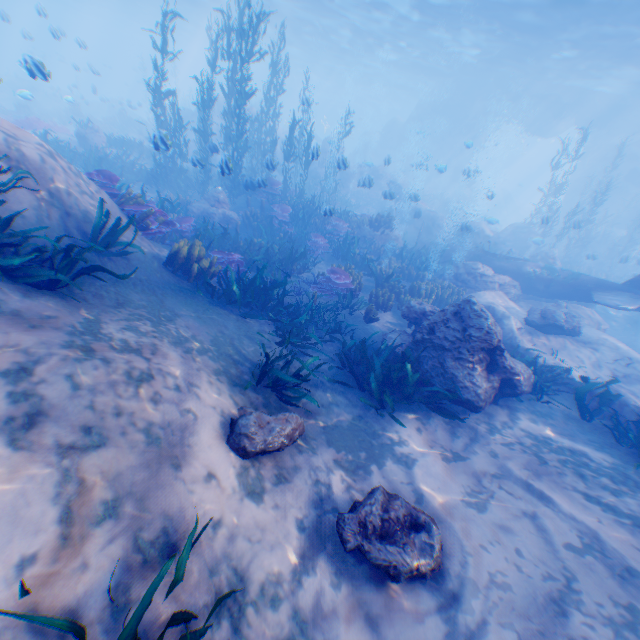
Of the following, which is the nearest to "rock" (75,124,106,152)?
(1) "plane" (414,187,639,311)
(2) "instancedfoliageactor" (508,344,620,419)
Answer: (1) "plane" (414,187,639,311)

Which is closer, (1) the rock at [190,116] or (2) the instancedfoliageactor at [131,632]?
(2) the instancedfoliageactor at [131,632]

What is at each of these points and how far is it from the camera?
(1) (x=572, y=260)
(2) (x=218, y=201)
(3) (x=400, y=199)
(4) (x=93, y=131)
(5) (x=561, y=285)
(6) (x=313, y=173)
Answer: (1) instancedfoliageactor, 20.5m
(2) rock, 13.7m
(3) eel, 22.1m
(4) rock, 17.1m
(5) plane, 12.7m
(6) rock, 25.8m

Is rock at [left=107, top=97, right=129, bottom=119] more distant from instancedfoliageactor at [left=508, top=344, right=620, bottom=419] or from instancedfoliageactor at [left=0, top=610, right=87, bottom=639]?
instancedfoliageactor at [left=508, top=344, right=620, bottom=419]

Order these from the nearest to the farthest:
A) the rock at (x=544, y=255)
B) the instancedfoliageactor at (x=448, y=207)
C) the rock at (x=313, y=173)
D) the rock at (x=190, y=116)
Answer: the rock at (x=313, y=173), the rock at (x=544, y=255), the instancedfoliageactor at (x=448, y=207), the rock at (x=190, y=116)

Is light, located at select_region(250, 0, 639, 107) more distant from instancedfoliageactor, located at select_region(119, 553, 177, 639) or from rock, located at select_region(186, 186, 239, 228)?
instancedfoliageactor, located at select_region(119, 553, 177, 639)

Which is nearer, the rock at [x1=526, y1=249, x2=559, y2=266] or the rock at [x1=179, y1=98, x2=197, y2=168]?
the rock at [x1=526, y1=249, x2=559, y2=266]
